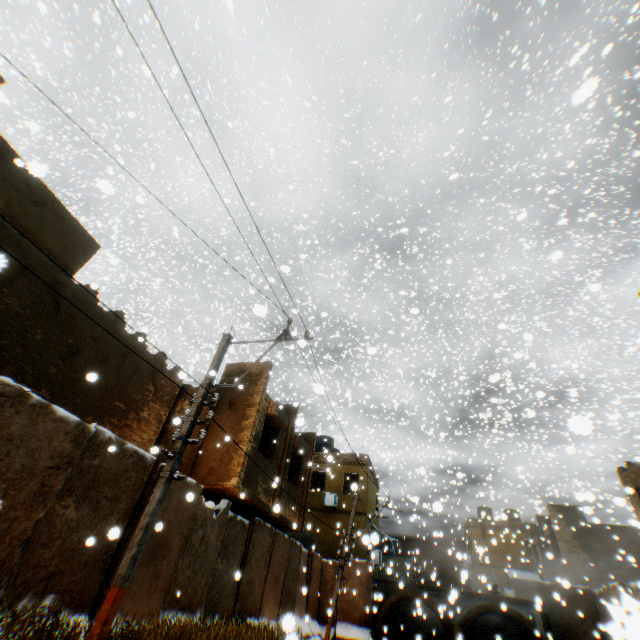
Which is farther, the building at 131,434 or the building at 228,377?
the building at 228,377

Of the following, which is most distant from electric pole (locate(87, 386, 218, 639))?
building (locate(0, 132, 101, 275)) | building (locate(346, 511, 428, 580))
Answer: building (locate(346, 511, 428, 580))

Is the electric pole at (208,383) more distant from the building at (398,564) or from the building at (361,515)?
the building at (398,564)

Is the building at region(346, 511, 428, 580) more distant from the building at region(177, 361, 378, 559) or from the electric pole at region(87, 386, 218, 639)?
the electric pole at region(87, 386, 218, 639)

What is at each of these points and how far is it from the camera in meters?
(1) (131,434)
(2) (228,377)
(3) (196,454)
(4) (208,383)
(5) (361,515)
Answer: (1) building, 9.3
(2) building, 13.7
(3) building, 11.5
(4) electric pole, 7.2
(5) building, 21.8
